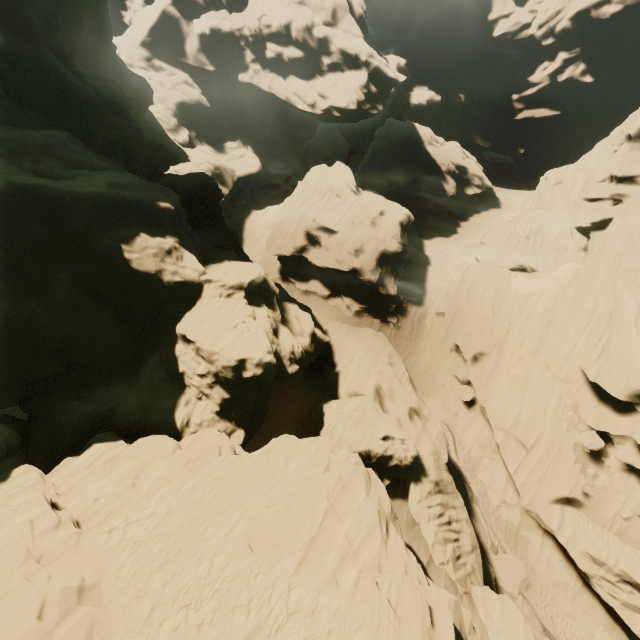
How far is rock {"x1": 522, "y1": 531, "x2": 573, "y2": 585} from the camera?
22.3 meters

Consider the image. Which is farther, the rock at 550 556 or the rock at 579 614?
the rock at 550 556

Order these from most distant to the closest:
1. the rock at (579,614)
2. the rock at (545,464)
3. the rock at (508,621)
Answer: the rock at (545,464)
the rock at (579,614)
the rock at (508,621)

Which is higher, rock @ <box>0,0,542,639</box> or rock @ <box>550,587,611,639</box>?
rock @ <box>0,0,542,639</box>

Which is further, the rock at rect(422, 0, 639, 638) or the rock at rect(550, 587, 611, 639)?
the rock at rect(422, 0, 639, 638)

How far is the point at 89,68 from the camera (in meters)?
25.94

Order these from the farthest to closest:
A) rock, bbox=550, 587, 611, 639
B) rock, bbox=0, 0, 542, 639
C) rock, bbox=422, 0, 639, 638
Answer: rock, bbox=422, 0, 639, 638, rock, bbox=550, 587, 611, 639, rock, bbox=0, 0, 542, 639
